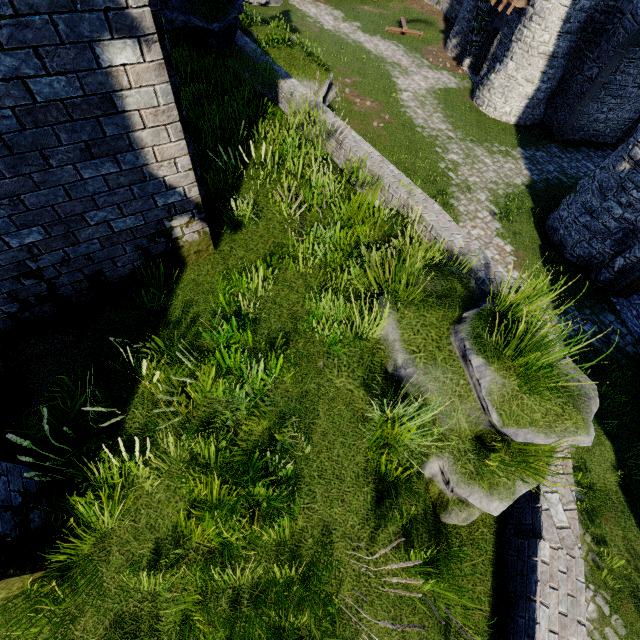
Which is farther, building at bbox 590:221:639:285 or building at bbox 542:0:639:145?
building at bbox 542:0:639:145

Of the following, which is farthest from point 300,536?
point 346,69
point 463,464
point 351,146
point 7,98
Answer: point 346,69

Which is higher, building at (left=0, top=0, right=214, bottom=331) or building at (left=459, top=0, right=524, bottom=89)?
building at (left=0, top=0, right=214, bottom=331)

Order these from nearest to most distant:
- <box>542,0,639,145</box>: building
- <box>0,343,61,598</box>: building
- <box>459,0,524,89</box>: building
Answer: <box>0,343,61,598</box>: building, <box>542,0,639,145</box>: building, <box>459,0,524,89</box>: building

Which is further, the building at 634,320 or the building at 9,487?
the building at 634,320

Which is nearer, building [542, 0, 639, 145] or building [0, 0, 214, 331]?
building [0, 0, 214, 331]

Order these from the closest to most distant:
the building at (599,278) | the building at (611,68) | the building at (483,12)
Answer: the building at (599,278)
the building at (611,68)
the building at (483,12)
